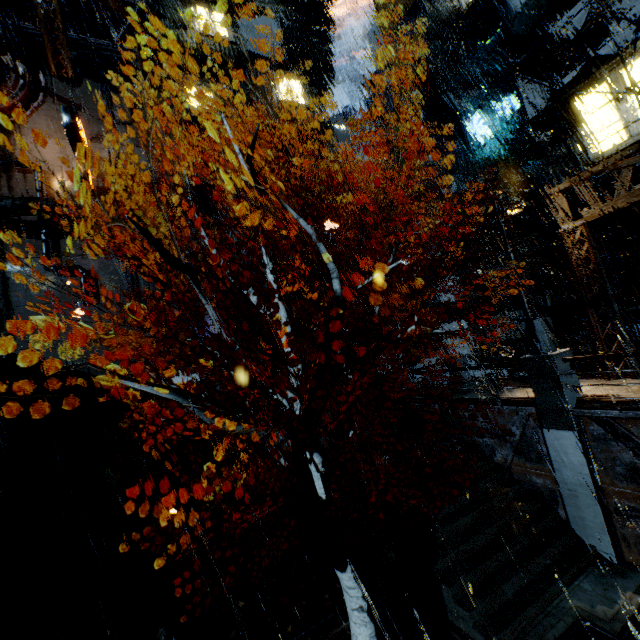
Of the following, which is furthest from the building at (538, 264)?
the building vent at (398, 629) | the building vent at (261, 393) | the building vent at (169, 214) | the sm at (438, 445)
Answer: the sm at (438, 445)

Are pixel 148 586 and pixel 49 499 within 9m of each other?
yes

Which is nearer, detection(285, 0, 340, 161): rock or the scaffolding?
the scaffolding

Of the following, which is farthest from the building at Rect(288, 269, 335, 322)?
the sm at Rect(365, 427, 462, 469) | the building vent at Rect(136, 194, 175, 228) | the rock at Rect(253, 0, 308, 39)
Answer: the sm at Rect(365, 427, 462, 469)

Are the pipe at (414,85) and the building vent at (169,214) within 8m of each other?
no

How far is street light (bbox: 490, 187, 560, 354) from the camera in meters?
10.3

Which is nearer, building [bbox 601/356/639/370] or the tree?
the tree

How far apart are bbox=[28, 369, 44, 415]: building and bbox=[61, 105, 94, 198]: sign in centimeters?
1539cm
